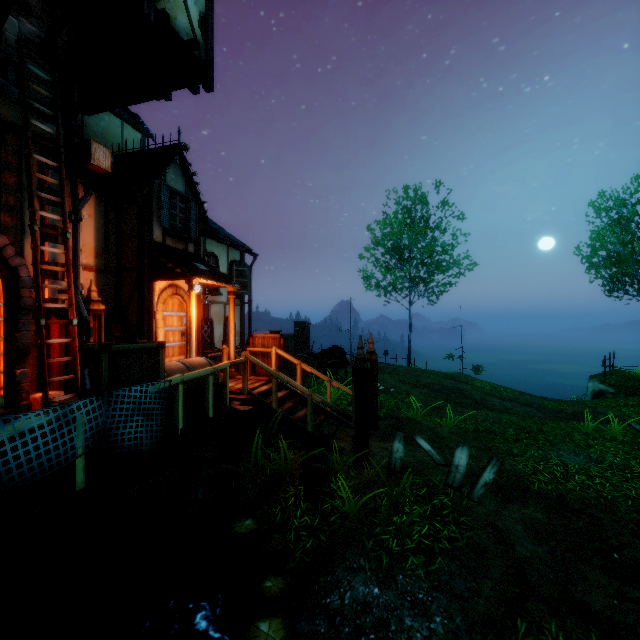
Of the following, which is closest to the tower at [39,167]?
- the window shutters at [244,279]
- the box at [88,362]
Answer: the box at [88,362]

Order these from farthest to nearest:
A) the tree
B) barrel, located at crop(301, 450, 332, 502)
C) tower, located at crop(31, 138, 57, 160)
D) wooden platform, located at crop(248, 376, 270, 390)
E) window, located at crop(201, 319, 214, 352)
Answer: the tree < window, located at crop(201, 319, 214, 352) < wooden platform, located at crop(248, 376, 270, 390) < tower, located at crop(31, 138, 57, 160) < barrel, located at crop(301, 450, 332, 502)

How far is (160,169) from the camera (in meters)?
7.93

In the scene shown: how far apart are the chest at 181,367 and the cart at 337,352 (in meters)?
6.21

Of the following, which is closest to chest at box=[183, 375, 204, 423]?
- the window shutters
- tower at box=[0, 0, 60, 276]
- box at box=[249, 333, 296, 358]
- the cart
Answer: tower at box=[0, 0, 60, 276]

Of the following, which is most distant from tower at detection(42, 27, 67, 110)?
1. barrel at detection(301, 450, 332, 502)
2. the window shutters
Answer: the window shutters

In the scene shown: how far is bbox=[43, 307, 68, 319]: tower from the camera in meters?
6.4

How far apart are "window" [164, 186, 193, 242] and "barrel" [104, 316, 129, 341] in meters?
2.3 m
